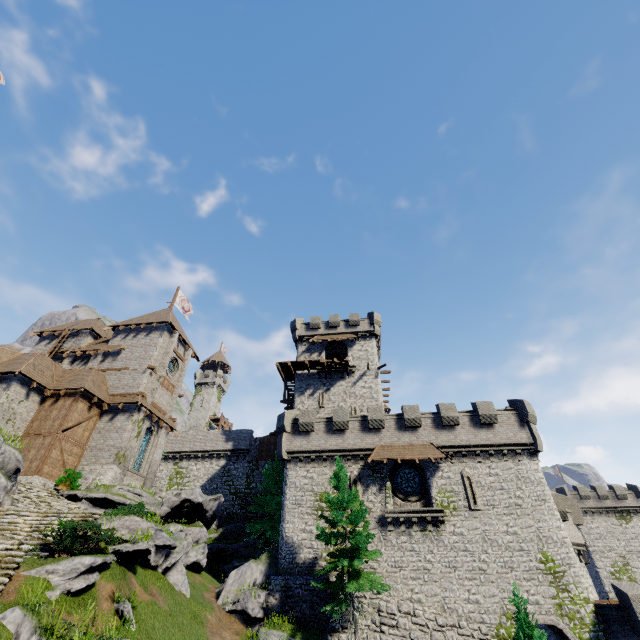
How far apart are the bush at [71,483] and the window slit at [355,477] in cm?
1893

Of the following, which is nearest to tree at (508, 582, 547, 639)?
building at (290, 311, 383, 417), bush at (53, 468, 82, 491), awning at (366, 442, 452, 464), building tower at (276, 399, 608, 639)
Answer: building tower at (276, 399, 608, 639)

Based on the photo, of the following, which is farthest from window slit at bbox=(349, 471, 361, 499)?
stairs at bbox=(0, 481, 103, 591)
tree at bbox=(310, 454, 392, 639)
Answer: stairs at bbox=(0, 481, 103, 591)

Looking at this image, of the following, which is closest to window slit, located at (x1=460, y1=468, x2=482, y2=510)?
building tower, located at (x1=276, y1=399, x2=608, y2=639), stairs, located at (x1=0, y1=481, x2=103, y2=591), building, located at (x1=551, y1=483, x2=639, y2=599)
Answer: building tower, located at (x1=276, y1=399, x2=608, y2=639)

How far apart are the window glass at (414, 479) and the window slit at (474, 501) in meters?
2.8 m

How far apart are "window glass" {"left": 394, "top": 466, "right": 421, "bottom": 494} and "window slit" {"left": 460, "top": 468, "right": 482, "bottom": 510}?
2.8m

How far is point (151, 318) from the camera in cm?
3547

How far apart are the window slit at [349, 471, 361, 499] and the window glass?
2.64m
